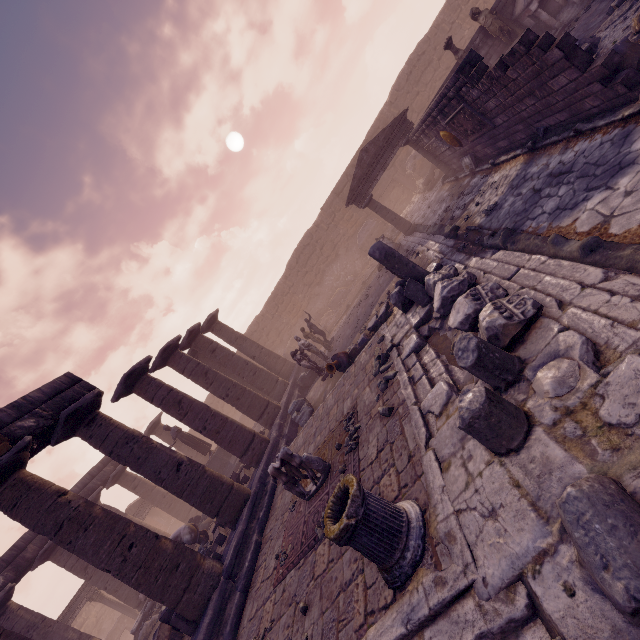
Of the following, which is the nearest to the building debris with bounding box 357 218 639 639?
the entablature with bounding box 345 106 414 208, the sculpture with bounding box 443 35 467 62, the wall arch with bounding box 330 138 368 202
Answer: the entablature with bounding box 345 106 414 208

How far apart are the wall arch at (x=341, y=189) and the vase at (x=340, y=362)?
14.7m

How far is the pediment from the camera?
14.6 meters

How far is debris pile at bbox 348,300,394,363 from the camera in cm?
1020

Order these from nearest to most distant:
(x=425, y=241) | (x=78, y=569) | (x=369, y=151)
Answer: (x=425, y=241)
(x=78, y=569)
(x=369, y=151)

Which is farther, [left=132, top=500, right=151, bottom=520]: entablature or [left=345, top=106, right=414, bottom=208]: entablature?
[left=132, top=500, right=151, bottom=520]: entablature

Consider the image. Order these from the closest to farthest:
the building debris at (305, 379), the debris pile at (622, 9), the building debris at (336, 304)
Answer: the debris pile at (622, 9) < the building debris at (305, 379) < the building debris at (336, 304)

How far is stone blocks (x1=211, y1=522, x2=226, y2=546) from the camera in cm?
941
